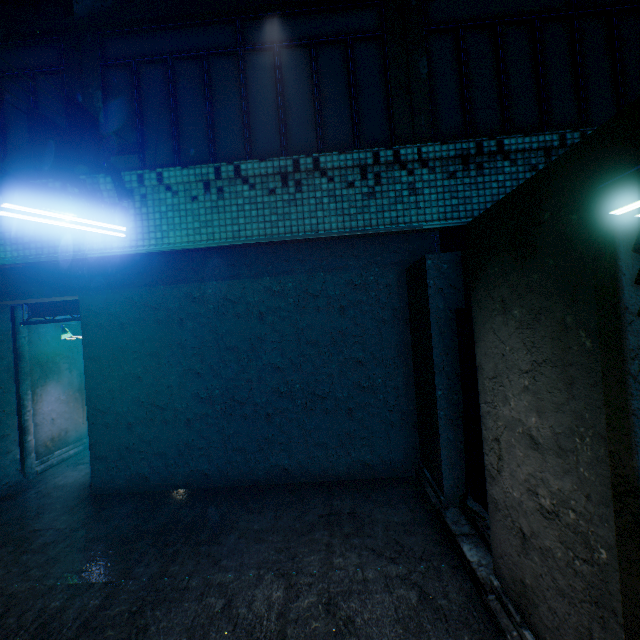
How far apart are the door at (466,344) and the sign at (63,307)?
5.3m

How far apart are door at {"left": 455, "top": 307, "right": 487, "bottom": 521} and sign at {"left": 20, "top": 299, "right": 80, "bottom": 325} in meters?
5.3

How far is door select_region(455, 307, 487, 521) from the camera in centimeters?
328cm

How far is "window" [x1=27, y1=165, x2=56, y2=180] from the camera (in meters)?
3.61

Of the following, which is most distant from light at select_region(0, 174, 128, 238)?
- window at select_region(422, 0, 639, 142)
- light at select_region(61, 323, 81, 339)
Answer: light at select_region(61, 323, 81, 339)

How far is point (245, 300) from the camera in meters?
4.8 m

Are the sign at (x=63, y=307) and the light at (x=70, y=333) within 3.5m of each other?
yes

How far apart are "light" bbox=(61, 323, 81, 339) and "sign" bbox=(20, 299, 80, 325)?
0.8m
